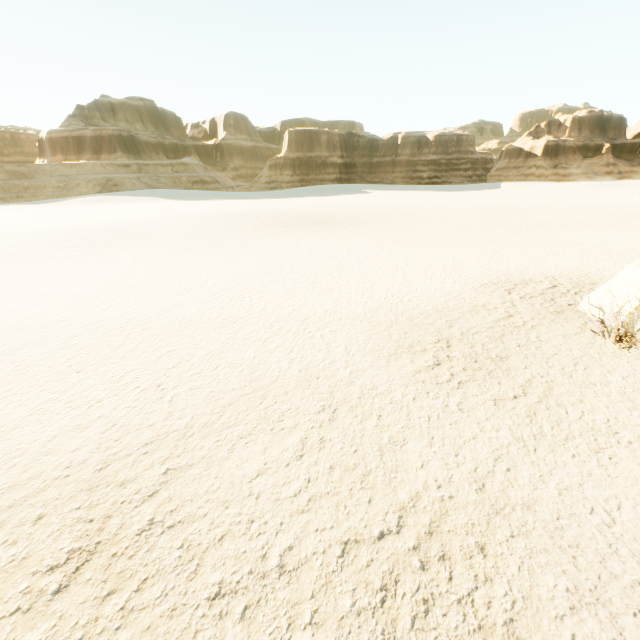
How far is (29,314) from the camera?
10.2m
